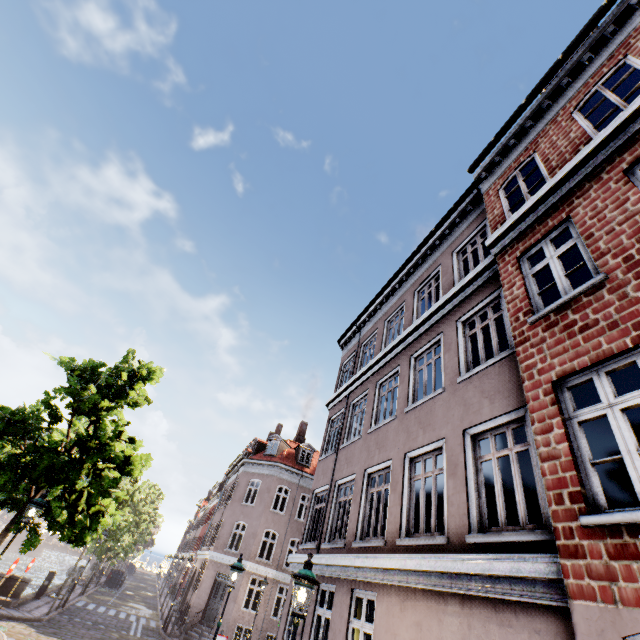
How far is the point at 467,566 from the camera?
4.71m

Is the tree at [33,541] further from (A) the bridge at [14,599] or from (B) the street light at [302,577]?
(A) the bridge at [14,599]

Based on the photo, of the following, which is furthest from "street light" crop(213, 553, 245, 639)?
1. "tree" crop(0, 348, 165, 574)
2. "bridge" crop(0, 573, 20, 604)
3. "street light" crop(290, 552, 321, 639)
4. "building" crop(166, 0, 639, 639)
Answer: "bridge" crop(0, 573, 20, 604)

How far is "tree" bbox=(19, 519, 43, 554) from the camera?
9.06m

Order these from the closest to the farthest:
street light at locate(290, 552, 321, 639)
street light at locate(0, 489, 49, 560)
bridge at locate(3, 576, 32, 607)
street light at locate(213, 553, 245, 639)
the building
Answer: the building → street light at locate(290, 552, 321, 639) → street light at locate(0, 489, 49, 560) → street light at locate(213, 553, 245, 639) → bridge at locate(3, 576, 32, 607)

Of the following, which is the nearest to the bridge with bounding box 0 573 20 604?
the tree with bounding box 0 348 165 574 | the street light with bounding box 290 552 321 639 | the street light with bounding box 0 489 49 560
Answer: the tree with bounding box 0 348 165 574

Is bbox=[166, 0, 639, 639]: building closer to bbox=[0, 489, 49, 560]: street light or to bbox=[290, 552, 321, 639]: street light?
bbox=[290, 552, 321, 639]: street light

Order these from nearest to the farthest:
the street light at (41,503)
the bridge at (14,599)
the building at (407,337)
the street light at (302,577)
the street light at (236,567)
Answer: the building at (407,337) → the street light at (302,577) → the street light at (41,503) → the street light at (236,567) → the bridge at (14,599)
